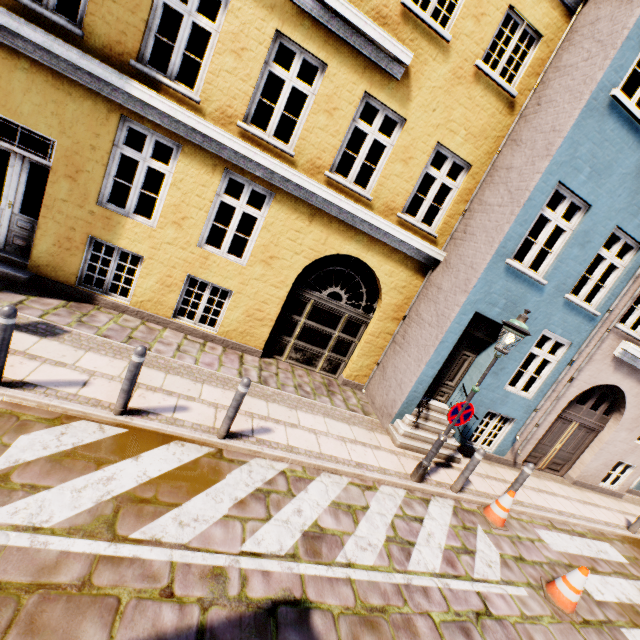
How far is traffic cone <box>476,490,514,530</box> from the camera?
6.43m

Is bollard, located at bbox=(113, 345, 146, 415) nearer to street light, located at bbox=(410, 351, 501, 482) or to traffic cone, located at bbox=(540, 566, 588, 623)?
street light, located at bbox=(410, 351, 501, 482)

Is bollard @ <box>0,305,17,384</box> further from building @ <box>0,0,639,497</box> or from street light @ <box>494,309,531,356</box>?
street light @ <box>494,309,531,356</box>

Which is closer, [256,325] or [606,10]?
[606,10]

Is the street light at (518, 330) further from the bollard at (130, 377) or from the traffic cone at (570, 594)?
the bollard at (130, 377)

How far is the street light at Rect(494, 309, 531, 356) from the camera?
5.43m

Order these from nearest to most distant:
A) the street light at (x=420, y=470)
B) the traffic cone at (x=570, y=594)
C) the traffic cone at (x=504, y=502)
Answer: the traffic cone at (x=570, y=594)
the street light at (x=420, y=470)
the traffic cone at (x=504, y=502)

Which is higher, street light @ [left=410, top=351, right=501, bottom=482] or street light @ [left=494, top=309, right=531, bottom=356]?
street light @ [left=494, top=309, right=531, bottom=356]
